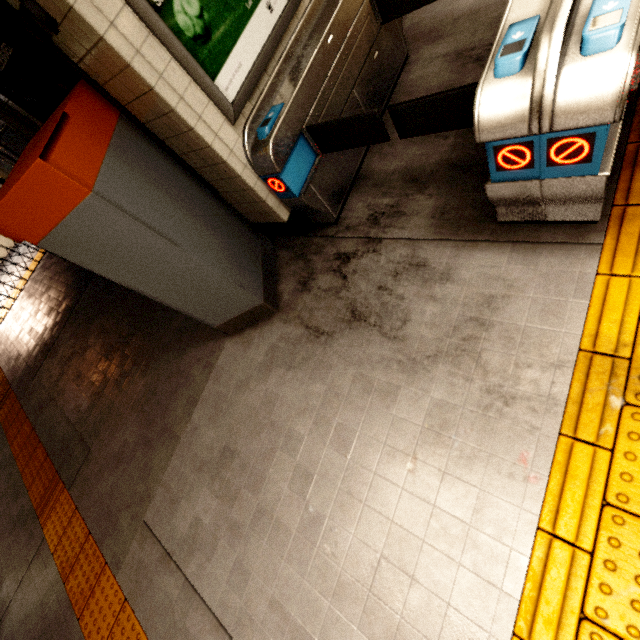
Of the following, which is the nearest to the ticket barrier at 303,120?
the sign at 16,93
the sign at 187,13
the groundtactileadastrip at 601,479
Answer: the groundtactileadastrip at 601,479

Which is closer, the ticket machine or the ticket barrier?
the ticket barrier

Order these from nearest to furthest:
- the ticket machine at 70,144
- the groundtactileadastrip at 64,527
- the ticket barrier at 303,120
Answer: the ticket barrier at 303,120 → the ticket machine at 70,144 → the groundtactileadastrip at 64,527

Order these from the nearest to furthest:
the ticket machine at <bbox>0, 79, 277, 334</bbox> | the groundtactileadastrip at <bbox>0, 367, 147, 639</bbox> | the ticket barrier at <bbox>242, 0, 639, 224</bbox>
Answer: the ticket barrier at <bbox>242, 0, 639, 224</bbox>, the ticket machine at <bbox>0, 79, 277, 334</bbox>, the groundtactileadastrip at <bbox>0, 367, 147, 639</bbox>

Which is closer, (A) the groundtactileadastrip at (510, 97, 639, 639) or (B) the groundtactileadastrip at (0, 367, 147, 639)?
(A) the groundtactileadastrip at (510, 97, 639, 639)

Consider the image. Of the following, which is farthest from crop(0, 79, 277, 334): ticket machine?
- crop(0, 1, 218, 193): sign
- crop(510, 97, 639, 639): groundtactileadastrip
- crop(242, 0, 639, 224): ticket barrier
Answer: crop(510, 97, 639, 639): groundtactileadastrip

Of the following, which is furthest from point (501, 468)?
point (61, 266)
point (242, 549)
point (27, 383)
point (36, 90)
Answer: point (61, 266)
